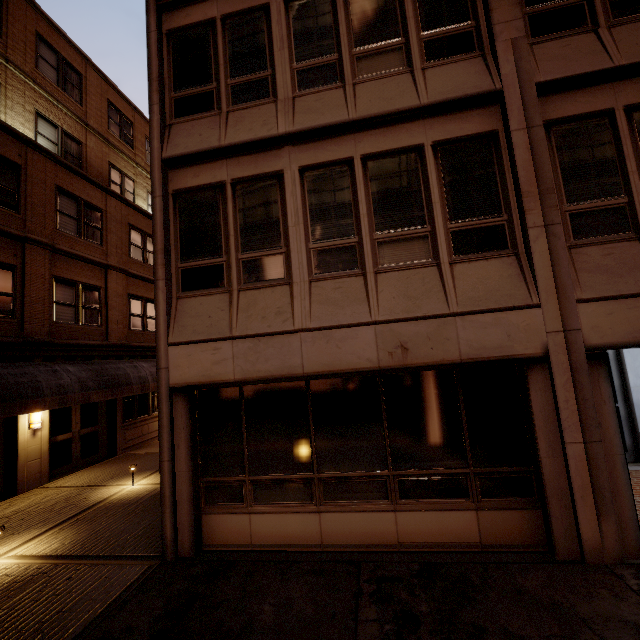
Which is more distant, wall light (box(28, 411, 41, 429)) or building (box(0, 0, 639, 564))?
wall light (box(28, 411, 41, 429))

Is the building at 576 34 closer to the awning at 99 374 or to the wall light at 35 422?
the awning at 99 374

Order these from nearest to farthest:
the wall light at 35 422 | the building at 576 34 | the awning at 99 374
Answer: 1. the building at 576 34
2. the awning at 99 374
3. the wall light at 35 422

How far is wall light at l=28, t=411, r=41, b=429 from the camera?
10.24m

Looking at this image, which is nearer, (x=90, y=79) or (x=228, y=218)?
(x=228, y=218)

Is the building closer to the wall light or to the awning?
the awning

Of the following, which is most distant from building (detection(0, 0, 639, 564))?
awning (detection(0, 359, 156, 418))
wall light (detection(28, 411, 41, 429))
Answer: wall light (detection(28, 411, 41, 429))
